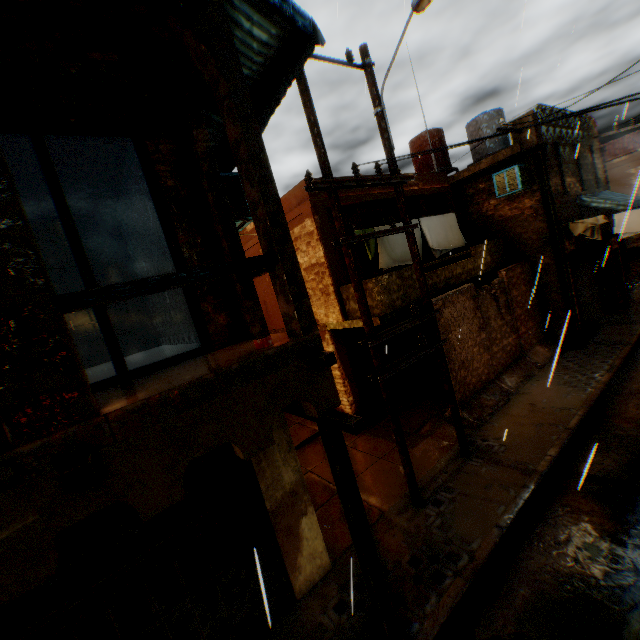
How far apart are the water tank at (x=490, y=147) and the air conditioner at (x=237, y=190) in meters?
13.6

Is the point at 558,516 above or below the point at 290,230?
below

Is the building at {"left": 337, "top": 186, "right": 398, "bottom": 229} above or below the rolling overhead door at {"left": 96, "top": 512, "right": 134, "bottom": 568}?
above

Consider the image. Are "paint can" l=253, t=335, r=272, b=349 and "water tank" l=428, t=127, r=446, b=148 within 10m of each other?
no

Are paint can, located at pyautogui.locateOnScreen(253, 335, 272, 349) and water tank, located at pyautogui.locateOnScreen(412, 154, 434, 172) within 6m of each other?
no

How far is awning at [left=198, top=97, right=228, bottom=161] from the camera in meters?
5.6

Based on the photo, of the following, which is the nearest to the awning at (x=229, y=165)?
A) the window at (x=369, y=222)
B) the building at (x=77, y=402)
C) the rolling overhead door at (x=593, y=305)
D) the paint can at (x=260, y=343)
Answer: the building at (x=77, y=402)

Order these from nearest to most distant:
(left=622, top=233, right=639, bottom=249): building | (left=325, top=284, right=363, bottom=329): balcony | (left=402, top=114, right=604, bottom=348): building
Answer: (left=325, top=284, right=363, bottom=329): balcony
(left=402, top=114, right=604, bottom=348): building
(left=622, top=233, right=639, bottom=249): building
